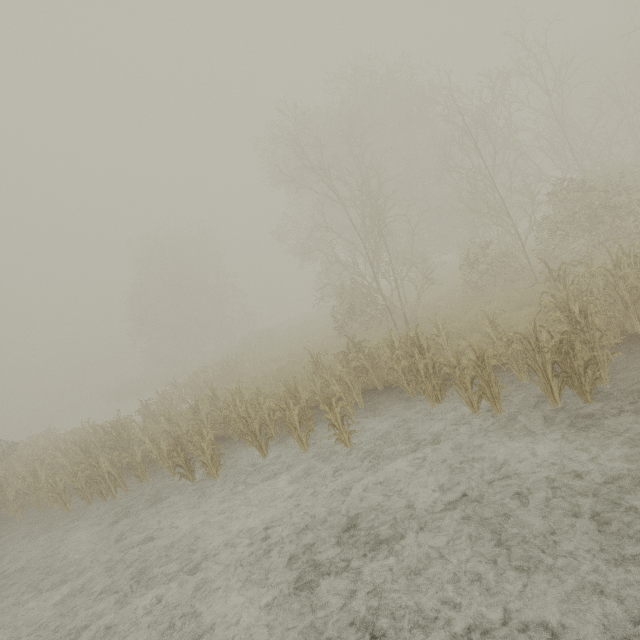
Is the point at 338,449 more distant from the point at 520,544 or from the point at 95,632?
the point at 95,632
